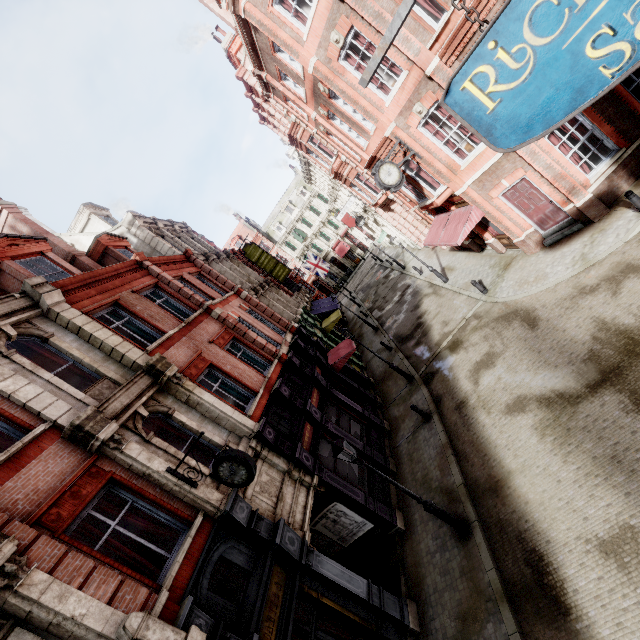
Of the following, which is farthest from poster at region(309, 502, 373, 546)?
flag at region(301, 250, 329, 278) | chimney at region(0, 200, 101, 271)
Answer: flag at region(301, 250, 329, 278)

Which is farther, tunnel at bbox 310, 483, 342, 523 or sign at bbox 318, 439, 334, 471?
sign at bbox 318, 439, 334, 471

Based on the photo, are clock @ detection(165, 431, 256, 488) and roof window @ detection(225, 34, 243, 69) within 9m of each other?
no

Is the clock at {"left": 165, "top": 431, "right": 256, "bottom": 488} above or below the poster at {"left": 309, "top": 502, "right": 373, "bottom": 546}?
above

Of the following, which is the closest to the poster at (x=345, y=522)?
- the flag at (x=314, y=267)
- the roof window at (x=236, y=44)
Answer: the roof window at (x=236, y=44)

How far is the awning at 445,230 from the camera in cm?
1432

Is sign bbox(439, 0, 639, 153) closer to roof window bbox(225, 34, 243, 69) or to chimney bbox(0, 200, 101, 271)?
chimney bbox(0, 200, 101, 271)

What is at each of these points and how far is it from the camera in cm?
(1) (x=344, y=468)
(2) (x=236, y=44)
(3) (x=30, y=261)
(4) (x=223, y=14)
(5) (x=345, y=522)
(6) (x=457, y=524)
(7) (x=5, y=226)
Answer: (1) sign, 1226
(2) roof window, 2192
(3) roof window, 1192
(4) chimney, 1908
(5) poster, 1149
(6) street light, 902
(7) chimney, 1383
